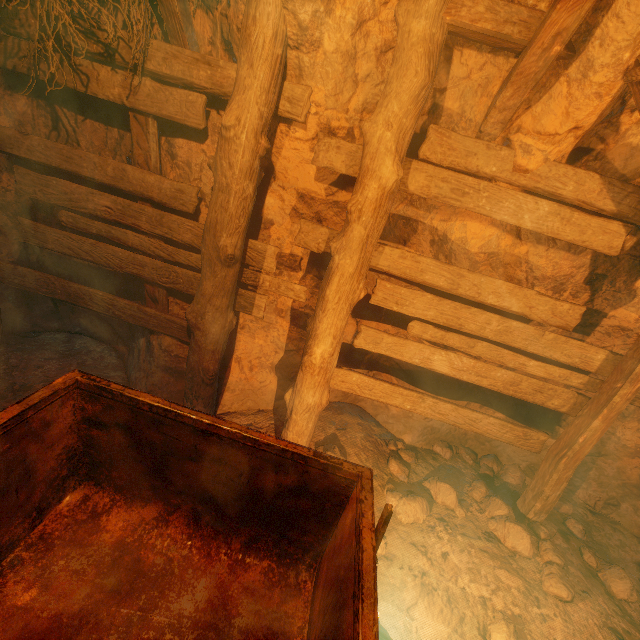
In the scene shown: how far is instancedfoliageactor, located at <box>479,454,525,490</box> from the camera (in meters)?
Result: 4.03

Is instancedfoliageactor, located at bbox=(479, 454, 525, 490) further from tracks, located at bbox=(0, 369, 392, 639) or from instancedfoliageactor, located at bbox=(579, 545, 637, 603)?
tracks, located at bbox=(0, 369, 392, 639)

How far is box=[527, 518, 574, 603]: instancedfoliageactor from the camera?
2.6 meters

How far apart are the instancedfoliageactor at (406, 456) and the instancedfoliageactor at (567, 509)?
1.53m

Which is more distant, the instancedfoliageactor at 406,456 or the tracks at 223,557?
the instancedfoliageactor at 406,456

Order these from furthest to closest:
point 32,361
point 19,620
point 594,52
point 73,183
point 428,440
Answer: point 428,440 → point 32,361 → point 73,183 → point 594,52 → point 19,620

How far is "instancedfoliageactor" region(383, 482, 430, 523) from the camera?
3.1m

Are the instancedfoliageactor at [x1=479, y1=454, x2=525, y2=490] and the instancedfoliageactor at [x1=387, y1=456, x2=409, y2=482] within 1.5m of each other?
yes
